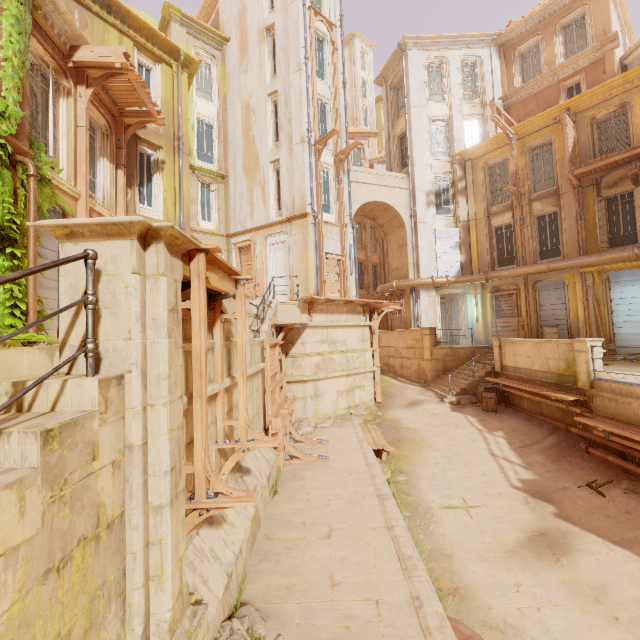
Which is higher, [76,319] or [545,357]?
[76,319]

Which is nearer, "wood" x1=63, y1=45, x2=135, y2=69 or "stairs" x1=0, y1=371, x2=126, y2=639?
"stairs" x1=0, y1=371, x2=126, y2=639

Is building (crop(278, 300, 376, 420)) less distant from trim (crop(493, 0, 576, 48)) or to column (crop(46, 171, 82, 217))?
column (crop(46, 171, 82, 217))

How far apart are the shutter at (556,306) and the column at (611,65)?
10.3 meters

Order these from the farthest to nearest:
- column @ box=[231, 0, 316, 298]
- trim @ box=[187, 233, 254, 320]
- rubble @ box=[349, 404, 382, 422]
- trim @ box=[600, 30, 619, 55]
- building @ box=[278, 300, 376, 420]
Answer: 1. trim @ box=[600, 30, 619, 55]
2. column @ box=[231, 0, 316, 298]
3. rubble @ box=[349, 404, 382, 422]
4. building @ box=[278, 300, 376, 420]
5. trim @ box=[187, 233, 254, 320]

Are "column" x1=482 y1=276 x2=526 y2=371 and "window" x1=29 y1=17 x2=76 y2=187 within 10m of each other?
no

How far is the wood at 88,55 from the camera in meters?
9.4 m

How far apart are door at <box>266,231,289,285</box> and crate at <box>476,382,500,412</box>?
9.6m
